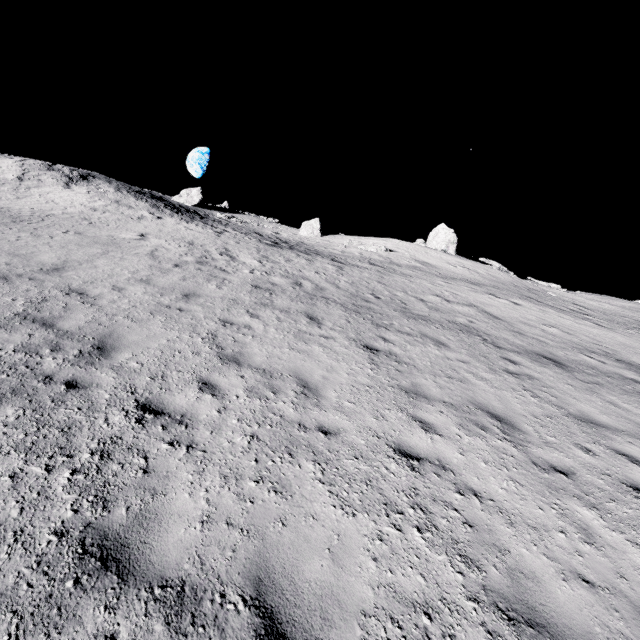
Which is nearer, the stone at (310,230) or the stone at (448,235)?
the stone at (448,235)

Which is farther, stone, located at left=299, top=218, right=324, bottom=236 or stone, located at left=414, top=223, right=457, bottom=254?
stone, located at left=299, top=218, right=324, bottom=236

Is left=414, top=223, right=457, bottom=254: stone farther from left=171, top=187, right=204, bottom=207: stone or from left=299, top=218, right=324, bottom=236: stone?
left=171, top=187, right=204, bottom=207: stone

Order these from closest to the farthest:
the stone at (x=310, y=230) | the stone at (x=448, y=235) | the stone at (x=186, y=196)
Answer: the stone at (x=448, y=235) < the stone at (x=186, y=196) < the stone at (x=310, y=230)

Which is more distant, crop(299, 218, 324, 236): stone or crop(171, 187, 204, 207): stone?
crop(299, 218, 324, 236): stone

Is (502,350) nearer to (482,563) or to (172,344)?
(482,563)

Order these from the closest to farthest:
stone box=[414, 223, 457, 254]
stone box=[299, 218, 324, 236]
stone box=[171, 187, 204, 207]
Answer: → stone box=[414, 223, 457, 254] < stone box=[171, 187, 204, 207] < stone box=[299, 218, 324, 236]

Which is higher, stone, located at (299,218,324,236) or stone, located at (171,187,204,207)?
stone, located at (171,187,204,207)
